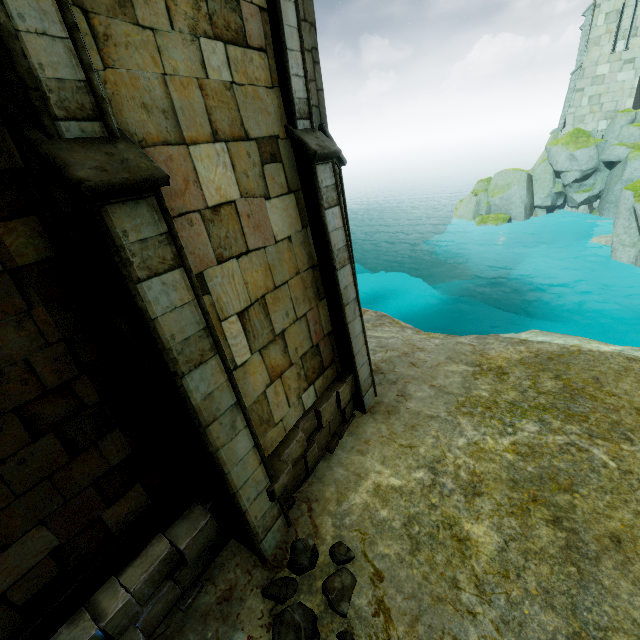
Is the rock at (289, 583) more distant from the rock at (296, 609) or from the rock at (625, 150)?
the rock at (625, 150)

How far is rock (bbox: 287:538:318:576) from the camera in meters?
4.9

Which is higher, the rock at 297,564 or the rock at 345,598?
the rock at 297,564

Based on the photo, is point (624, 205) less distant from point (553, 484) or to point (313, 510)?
point (553, 484)

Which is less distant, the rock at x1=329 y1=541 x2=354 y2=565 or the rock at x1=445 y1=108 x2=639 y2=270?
the rock at x1=329 y1=541 x2=354 y2=565

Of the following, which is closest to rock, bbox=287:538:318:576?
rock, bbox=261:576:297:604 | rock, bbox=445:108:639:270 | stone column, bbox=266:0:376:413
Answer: rock, bbox=261:576:297:604

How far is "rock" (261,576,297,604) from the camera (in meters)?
4.66

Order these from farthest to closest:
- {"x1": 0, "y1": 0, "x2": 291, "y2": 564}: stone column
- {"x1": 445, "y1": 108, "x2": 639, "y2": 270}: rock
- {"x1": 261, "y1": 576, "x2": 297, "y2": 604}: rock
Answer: {"x1": 445, "y1": 108, "x2": 639, "y2": 270}: rock → {"x1": 261, "y1": 576, "x2": 297, "y2": 604}: rock → {"x1": 0, "y1": 0, "x2": 291, "y2": 564}: stone column
